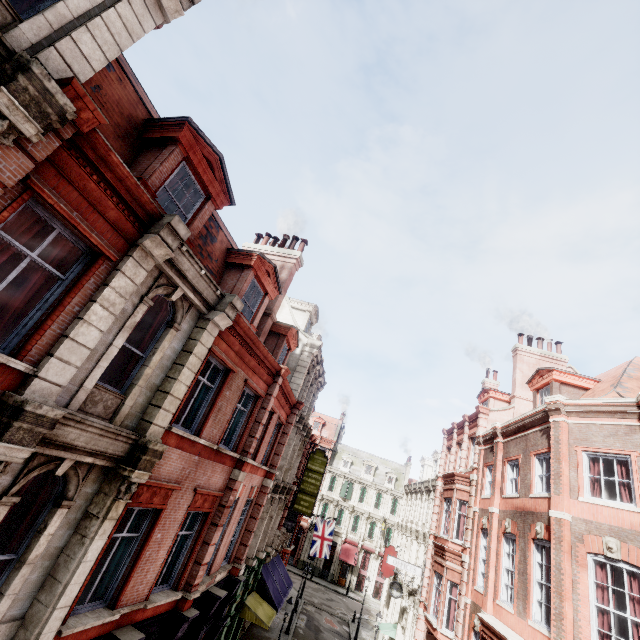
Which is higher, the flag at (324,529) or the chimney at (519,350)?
the chimney at (519,350)

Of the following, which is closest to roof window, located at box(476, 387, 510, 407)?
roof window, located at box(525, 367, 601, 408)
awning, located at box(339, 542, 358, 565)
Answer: roof window, located at box(525, 367, 601, 408)

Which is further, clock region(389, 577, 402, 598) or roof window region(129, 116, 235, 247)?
clock region(389, 577, 402, 598)

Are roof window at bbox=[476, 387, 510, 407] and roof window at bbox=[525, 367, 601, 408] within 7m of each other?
yes

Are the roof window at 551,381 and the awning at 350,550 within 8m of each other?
no

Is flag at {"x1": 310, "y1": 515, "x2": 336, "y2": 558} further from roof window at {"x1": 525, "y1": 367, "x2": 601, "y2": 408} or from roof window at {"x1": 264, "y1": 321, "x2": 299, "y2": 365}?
roof window at {"x1": 525, "y1": 367, "x2": 601, "y2": 408}

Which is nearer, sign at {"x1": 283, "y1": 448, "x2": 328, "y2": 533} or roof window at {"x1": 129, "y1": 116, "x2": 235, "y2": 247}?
roof window at {"x1": 129, "y1": 116, "x2": 235, "y2": 247}

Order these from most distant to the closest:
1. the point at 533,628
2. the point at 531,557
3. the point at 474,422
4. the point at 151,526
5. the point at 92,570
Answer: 1. the point at 474,422
2. the point at 531,557
3. the point at 533,628
4. the point at 151,526
5. the point at 92,570
